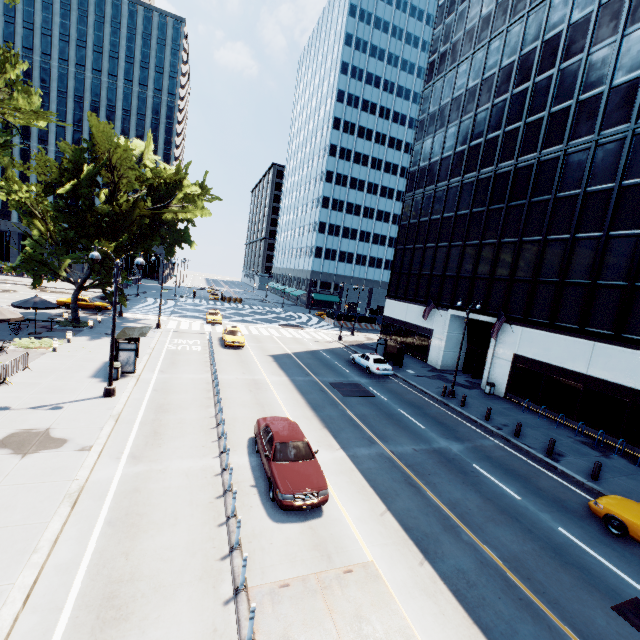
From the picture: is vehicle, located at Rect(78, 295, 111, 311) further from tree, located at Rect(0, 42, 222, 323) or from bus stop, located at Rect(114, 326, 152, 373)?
bus stop, located at Rect(114, 326, 152, 373)

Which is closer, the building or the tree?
the building

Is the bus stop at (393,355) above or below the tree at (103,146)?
below

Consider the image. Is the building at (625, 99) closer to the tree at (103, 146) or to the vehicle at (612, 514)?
the vehicle at (612, 514)

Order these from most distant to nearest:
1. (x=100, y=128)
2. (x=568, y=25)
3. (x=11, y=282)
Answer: (x=11, y=282) < (x=100, y=128) < (x=568, y=25)

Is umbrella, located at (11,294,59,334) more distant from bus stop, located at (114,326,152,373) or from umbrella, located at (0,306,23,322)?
bus stop, located at (114,326,152,373)

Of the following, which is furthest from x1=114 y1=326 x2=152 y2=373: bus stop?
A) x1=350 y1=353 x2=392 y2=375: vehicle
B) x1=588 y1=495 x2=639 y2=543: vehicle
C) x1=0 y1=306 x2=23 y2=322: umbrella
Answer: x1=588 y1=495 x2=639 y2=543: vehicle

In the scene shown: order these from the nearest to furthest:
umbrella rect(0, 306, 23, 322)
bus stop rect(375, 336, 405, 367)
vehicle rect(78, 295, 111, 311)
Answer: umbrella rect(0, 306, 23, 322), bus stop rect(375, 336, 405, 367), vehicle rect(78, 295, 111, 311)
